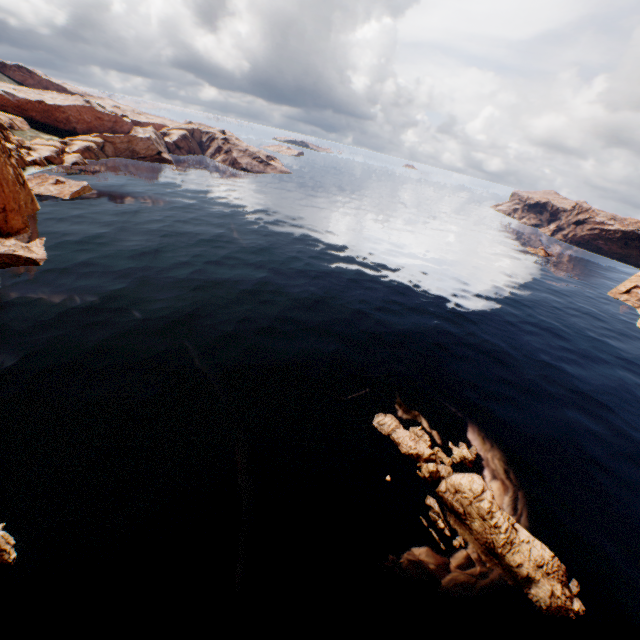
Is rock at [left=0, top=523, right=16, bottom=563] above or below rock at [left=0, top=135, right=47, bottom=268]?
below

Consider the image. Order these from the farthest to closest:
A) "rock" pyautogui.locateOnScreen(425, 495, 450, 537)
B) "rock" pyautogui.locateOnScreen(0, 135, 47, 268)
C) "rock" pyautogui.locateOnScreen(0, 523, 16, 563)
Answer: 1. "rock" pyautogui.locateOnScreen(0, 135, 47, 268)
2. "rock" pyautogui.locateOnScreen(425, 495, 450, 537)
3. "rock" pyautogui.locateOnScreen(0, 523, 16, 563)

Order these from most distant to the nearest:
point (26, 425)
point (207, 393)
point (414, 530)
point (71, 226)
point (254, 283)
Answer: point (71, 226)
point (254, 283)
point (207, 393)
point (26, 425)
point (414, 530)

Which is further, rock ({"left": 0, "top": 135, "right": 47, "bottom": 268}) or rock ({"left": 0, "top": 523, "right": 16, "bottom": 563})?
rock ({"left": 0, "top": 135, "right": 47, "bottom": 268})

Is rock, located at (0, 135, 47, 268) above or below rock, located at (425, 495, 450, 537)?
above

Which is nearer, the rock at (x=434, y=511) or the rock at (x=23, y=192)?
the rock at (x=434, y=511)

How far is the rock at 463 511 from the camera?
20.7 meters
